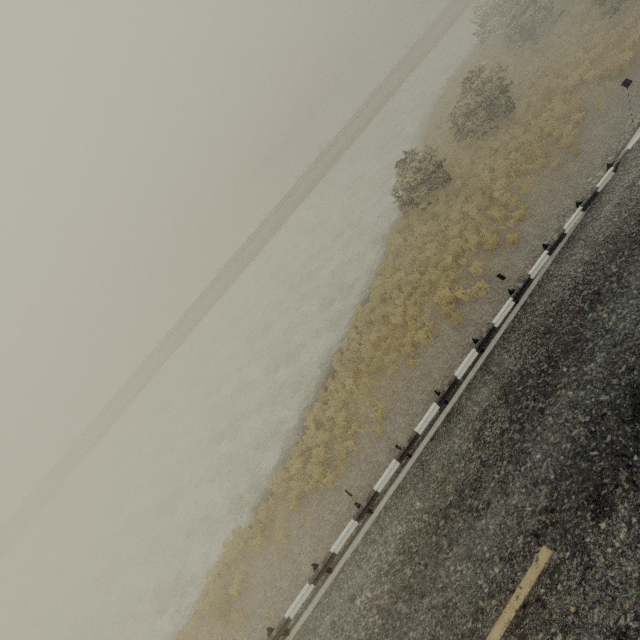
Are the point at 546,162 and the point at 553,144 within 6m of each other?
yes
